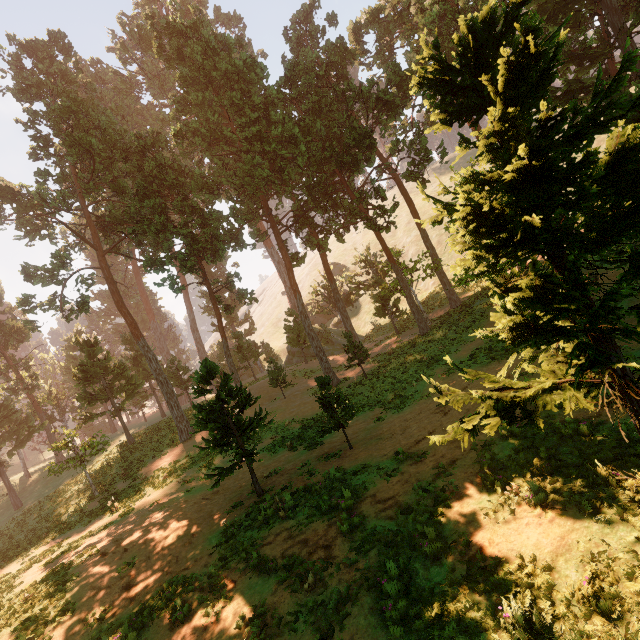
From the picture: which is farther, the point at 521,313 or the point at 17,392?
the point at 17,392
